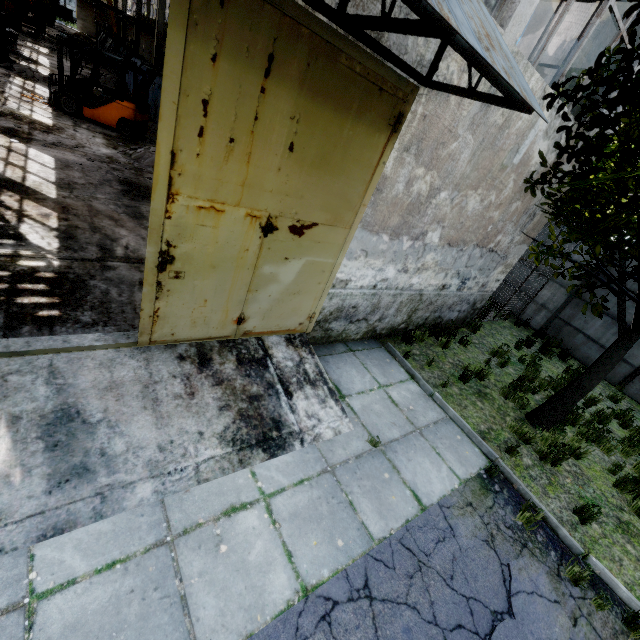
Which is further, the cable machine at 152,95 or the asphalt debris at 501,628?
the cable machine at 152,95

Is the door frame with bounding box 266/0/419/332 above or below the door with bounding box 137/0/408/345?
above

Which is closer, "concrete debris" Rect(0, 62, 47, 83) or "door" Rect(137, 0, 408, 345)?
"door" Rect(137, 0, 408, 345)

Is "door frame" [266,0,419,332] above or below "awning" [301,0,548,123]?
below

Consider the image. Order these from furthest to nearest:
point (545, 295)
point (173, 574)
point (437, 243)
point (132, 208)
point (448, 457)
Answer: point (545, 295)
point (132, 208)
point (437, 243)
point (448, 457)
point (173, 574)

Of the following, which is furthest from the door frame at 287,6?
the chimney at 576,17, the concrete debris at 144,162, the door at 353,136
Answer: the chimney at 576,17

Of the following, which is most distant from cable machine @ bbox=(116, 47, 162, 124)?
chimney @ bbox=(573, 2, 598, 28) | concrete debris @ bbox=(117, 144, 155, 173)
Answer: chimney @ bbox=(573, 2, 598, 28)

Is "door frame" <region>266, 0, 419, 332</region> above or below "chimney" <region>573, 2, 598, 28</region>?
below
